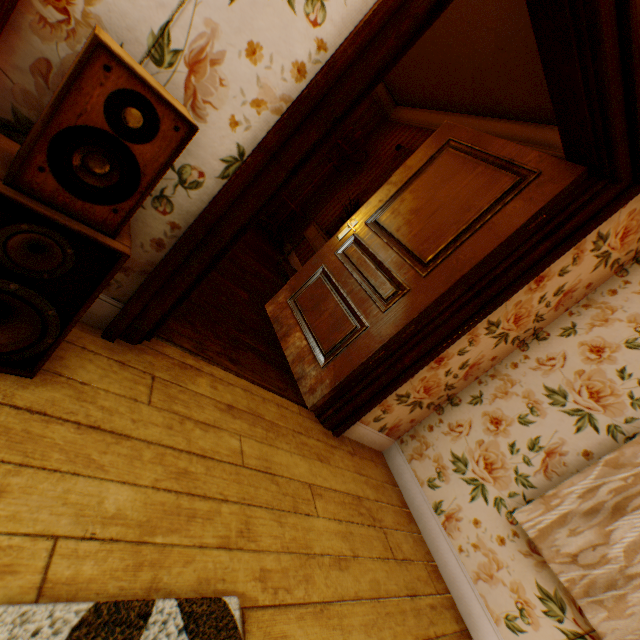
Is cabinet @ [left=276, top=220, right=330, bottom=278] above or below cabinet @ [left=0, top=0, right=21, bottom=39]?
below

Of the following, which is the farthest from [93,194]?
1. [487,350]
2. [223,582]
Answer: [487,350]

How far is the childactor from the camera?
2.0 meters

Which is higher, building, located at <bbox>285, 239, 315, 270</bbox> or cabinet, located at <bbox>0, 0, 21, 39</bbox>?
cabinet, located at <bbox>0, 0, 21, 39</bbox>

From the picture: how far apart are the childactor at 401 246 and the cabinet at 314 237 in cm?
84

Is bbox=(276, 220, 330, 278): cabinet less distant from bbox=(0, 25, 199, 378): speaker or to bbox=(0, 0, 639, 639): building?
bbox=(0, 0, 639, 639): building

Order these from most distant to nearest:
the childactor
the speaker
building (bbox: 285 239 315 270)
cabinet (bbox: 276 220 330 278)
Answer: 1. building (bbox: 285 239 315 270)
2. cabinet (bbox: 276 220 330 278)
3. the childactor
4. the speaker

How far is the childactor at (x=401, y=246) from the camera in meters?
2.0 m
